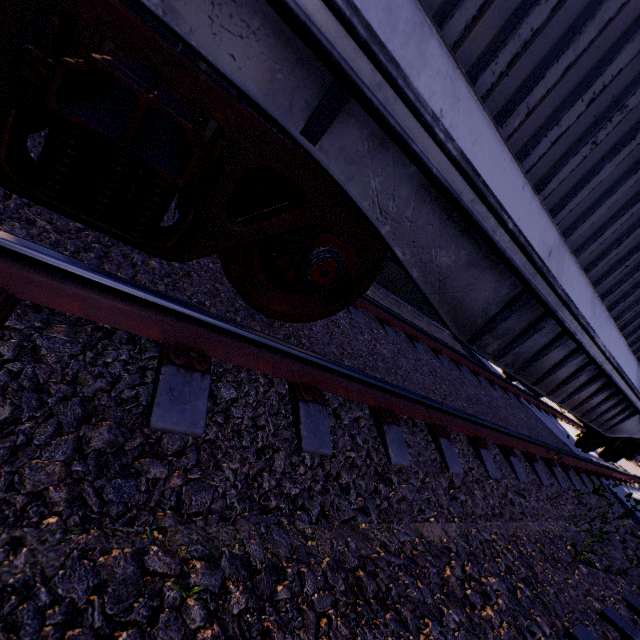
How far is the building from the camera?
8.1 meters

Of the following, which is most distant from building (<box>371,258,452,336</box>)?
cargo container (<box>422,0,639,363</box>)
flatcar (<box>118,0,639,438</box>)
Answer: flatcar (<box>118,0,639,438</box>)

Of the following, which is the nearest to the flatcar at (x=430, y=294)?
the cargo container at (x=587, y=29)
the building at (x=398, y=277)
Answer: the cargo container at (x=587, y=29)

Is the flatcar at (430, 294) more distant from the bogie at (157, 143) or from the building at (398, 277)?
the building at (398, 277)

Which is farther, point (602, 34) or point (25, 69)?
point (602, 34)

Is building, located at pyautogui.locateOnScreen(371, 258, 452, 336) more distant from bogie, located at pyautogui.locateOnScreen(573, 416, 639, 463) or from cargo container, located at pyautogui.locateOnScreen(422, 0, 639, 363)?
bogie, located at pyautogui.locateOnScreen(573, 416, 639, 463)

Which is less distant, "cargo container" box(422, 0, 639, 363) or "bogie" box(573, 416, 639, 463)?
"cargo container" box(422, 0, 639, 363)

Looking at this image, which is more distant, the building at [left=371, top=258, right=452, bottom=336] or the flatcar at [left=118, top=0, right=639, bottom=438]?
the building at [left=371, top=258, right=452, bottom=336]
